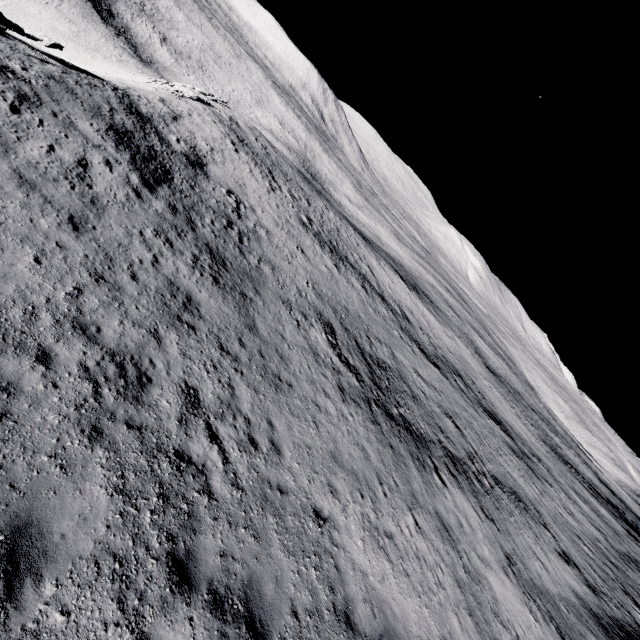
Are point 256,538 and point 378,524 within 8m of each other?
yes
